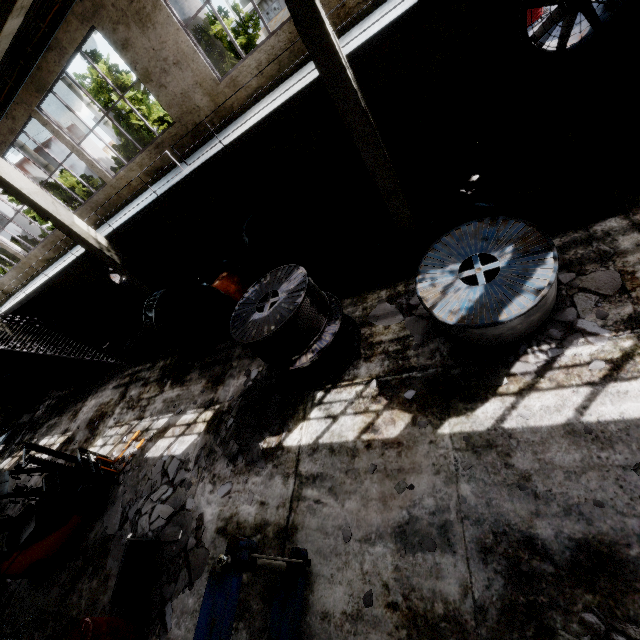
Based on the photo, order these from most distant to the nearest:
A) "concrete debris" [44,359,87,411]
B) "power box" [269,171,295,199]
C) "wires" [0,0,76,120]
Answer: "concrete debris" [44,359,87,411] → "power box" [269,171,295,199] → "wires" [0,0,76,120]

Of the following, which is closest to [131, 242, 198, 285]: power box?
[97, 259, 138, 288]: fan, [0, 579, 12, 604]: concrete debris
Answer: [97, 259, 138, 288]: fan

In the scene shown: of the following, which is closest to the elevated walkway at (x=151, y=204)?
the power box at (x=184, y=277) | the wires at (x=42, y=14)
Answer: the power box at (x=184, y=277)

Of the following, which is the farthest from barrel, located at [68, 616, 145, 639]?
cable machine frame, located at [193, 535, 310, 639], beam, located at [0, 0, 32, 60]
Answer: beam, located at [0, 0, 32, 60]

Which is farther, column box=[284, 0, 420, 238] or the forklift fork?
the forklift fork

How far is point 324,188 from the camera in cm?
1092

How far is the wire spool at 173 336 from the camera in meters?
6.3 m

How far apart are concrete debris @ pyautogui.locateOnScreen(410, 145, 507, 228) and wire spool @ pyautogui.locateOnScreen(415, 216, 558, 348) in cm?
169
